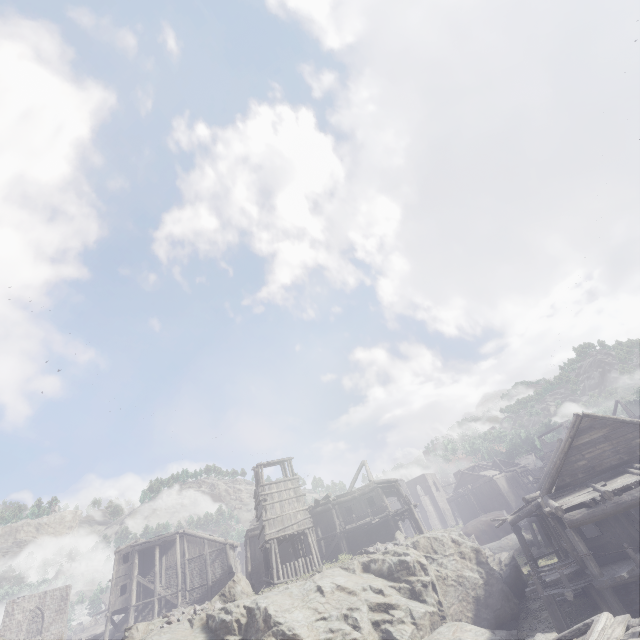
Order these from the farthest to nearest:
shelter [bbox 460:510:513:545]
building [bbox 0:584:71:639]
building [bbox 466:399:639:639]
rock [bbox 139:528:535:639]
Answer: shelter [bbox 460:510:513:545]
building [bbox 0:584:71:639]
rock [bbox 139:528:535:639]
building [bbox 466:399:639:639]

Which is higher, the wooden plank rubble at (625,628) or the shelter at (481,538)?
the shelter at (481,538)

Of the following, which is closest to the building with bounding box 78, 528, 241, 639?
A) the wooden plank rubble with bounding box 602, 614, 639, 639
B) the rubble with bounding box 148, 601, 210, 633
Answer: the wooden plank rubble with bounding box 602, 614, 639, 639

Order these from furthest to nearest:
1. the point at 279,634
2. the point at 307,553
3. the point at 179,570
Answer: the point at 179,570 → the point at 307,553 → the point at 279,634

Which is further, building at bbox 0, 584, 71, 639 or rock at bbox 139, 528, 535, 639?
building at bbox 0, 584, 71, 639

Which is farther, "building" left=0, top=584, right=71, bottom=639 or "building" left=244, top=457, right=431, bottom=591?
"building" left=0, top=584, right=71, bottom=639

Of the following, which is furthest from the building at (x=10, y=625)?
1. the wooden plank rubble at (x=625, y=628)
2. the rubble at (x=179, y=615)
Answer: the rubble at (x=179, y=615)

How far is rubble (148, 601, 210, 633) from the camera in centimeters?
1594cm
